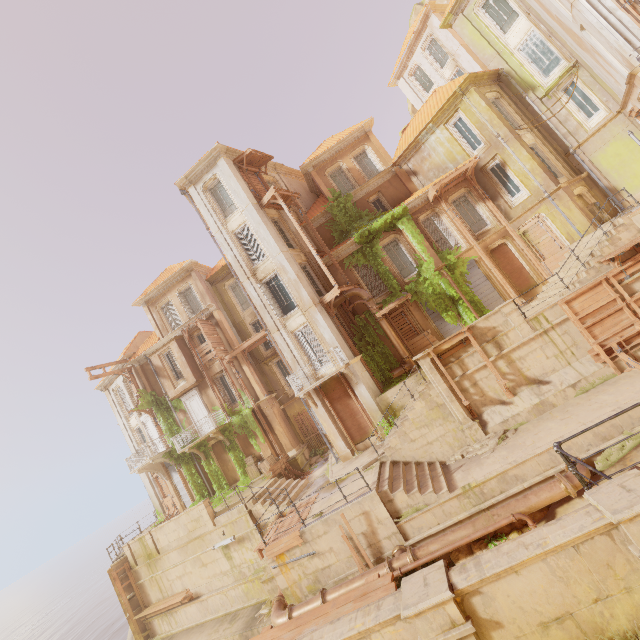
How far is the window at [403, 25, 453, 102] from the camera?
27.58m

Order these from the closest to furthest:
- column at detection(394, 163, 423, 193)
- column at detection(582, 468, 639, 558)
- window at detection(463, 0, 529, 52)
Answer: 1. column at detection(582, 468, 639, 558)
2. window at detection(463, 0, 529, 52)
3. column at detection(394, 163, 423, 193)

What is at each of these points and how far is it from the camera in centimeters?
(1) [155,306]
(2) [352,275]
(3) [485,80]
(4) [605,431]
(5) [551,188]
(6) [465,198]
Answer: (1) window, 2631cm
(2) window, 2092cm
(3) trim, 1972cm
(4) building, 1051cm
(5) column, 1777cm
(6) window, 2069cm

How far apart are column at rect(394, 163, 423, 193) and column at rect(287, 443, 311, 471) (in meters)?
19.83

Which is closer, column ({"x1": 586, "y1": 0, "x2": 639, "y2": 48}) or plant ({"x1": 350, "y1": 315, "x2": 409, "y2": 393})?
column ({"x1": 586, "y1": 0, "x2": 639, "y2": 48})

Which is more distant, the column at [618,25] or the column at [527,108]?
the column at [527,108]

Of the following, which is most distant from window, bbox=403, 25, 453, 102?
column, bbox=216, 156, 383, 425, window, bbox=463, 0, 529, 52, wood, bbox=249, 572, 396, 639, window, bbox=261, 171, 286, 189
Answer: wood, bbox=249, 572, 396, 639

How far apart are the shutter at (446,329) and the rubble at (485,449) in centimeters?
666cm
